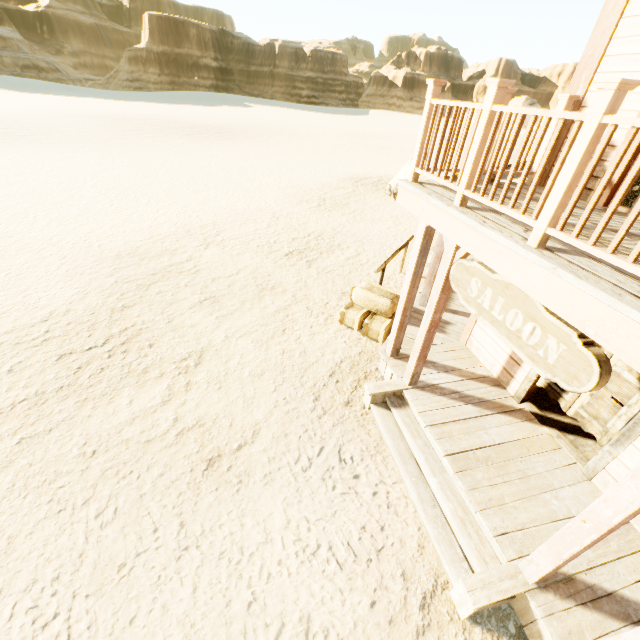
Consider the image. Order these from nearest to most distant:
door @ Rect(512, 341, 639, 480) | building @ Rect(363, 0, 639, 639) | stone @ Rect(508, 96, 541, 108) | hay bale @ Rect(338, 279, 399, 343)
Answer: building @ Rect(363, 0, 639, 639) → door @ Rect(512, 341, 639, 480) → hay bale @ Rect(338, 279, 399, 343) → stone @ Rect(508, 96, 541, 108)

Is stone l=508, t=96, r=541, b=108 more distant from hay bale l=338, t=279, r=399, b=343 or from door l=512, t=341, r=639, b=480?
door l=512, t=341, r=639, b=480

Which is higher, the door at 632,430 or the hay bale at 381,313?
the door at 632,430

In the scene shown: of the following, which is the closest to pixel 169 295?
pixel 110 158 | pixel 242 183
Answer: pixel 242 183

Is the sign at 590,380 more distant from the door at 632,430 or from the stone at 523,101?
the stone at 523,101

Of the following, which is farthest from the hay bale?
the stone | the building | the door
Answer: the stone

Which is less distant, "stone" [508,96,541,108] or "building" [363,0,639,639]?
"building" [363,0,639,639]

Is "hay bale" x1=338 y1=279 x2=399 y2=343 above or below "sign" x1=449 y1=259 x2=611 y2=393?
below
